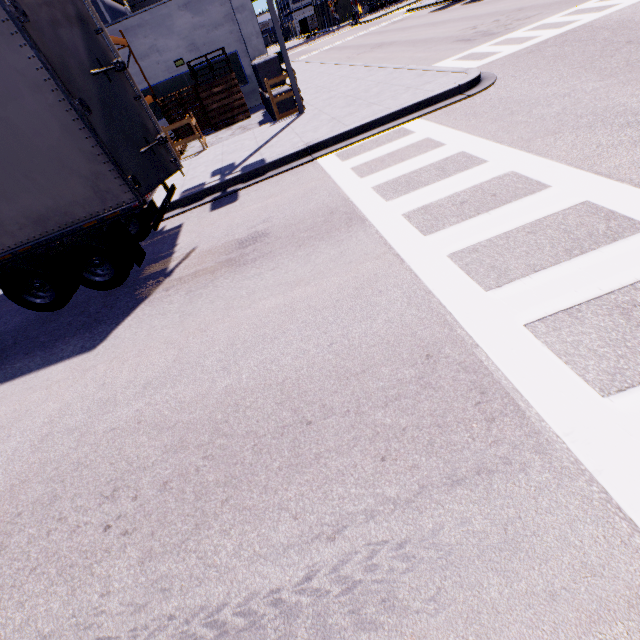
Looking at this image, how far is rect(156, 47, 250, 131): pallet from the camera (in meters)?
15.23

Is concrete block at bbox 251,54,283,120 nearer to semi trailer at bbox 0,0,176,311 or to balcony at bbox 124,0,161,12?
semi trailer at bbox 0,0,176,311

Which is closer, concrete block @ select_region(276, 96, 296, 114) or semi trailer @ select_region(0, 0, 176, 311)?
semi trailer @ select_region(0, 0, 176, 311)

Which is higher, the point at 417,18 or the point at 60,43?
the point at 60,43

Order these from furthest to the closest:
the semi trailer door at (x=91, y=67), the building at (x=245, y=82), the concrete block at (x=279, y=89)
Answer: the building at (x=245, y=82) < the concrete block at (x=279, y=89) < the semi trailer door at (x=91, y=67)

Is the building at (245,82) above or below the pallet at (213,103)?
above

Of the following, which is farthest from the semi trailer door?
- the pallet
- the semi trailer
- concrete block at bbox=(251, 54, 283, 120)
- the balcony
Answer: the balcony
